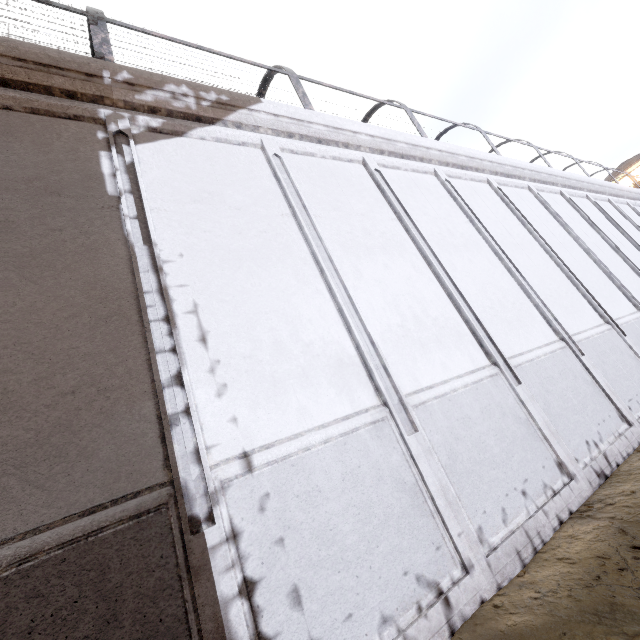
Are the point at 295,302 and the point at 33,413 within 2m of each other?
no
